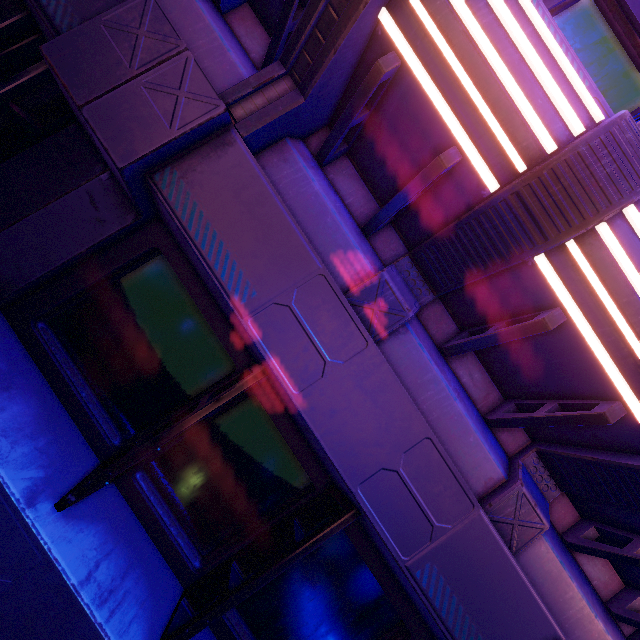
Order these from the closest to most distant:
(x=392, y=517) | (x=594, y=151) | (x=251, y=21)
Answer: (x=594, y=151), (x=392, y=517), (x=251, y=21)
